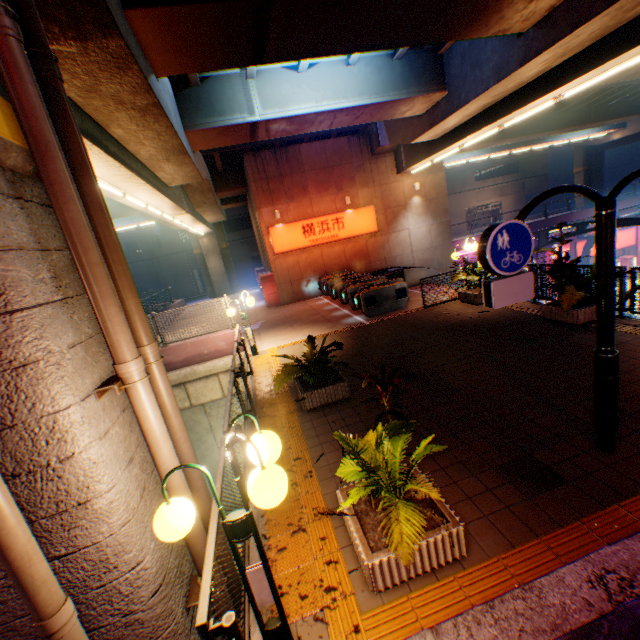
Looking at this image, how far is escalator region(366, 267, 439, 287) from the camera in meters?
16.5 m

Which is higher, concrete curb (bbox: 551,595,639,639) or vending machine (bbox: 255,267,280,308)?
vending machine (bbox: 255,267,280,308)

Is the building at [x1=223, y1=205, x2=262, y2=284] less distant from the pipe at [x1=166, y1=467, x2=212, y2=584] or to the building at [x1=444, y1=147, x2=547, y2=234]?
the building at [x1=444, y1=147, x2=547, y2=234]

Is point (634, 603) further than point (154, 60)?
No

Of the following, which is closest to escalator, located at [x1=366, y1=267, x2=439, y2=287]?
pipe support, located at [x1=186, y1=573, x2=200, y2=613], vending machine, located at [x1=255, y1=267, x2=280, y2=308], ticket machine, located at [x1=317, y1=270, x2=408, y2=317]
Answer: ticket machine, located at [x1=317, y1=270, x2=408, y2=317]

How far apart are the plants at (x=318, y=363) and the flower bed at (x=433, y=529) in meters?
2.5 m

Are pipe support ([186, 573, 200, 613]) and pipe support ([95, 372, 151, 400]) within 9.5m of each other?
yes

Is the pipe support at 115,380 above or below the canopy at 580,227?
above
